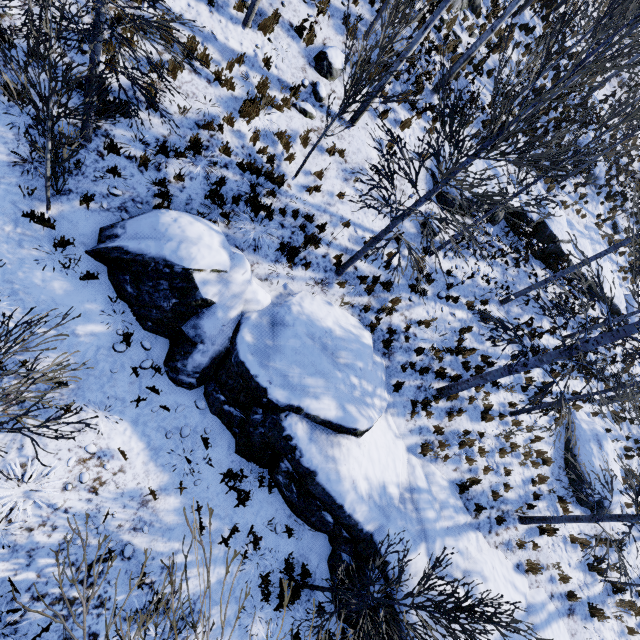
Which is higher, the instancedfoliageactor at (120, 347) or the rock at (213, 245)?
the rock at (213, 245)

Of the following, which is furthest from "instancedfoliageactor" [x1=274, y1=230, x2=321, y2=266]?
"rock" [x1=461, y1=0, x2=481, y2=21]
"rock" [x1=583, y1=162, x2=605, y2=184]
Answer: "rock" [x1=583, y1=162, x2=605, y2=184]

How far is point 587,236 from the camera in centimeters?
1725cm

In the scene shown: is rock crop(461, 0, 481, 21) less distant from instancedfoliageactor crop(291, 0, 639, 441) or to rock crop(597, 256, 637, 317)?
instancedfoliageactor crop(291, 0, 639, 441)

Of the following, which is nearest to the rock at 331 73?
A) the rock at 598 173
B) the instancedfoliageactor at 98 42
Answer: the instancedfoliageactor at 98 42

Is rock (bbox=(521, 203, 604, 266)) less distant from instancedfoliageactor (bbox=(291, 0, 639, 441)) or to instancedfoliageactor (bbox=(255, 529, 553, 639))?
instancedfoliageactor (bbox=(291, 0, 639, 441))

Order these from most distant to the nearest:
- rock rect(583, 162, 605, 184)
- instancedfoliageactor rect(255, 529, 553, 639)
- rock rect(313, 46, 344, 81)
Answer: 1. rock rect(583, 162, 605, 184)
2. rock rect(313, 46, 344, 81)
3. instancedfoliageactor rect(255, 529, 553, 639)

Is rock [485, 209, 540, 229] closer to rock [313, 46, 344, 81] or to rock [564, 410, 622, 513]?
rock [313, 46, 344, 81]
